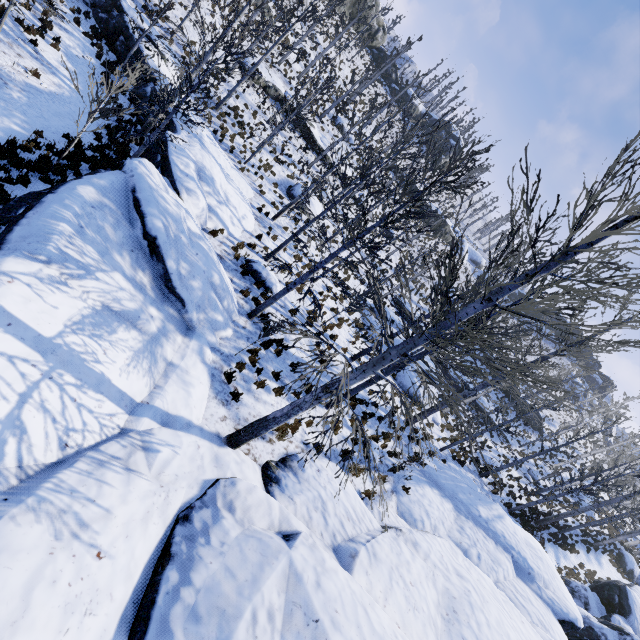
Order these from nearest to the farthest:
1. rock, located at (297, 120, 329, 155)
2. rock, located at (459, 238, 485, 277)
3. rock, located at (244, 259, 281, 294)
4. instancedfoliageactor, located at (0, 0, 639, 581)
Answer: instancedfoliageactor, located at (0, 0, 639, 581), rock, located at (244, 259, 281, 294), rock, located at (297, 120, 329, 155), rock, located at (459, 238, 485, 277)

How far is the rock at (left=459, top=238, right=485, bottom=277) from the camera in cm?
5241

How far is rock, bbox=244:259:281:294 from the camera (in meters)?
12.89

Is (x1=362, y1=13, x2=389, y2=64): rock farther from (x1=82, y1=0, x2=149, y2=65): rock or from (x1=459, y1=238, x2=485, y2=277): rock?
(x1=82, y1=0, x2=149, y2=65): rock

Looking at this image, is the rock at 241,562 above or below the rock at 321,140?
below

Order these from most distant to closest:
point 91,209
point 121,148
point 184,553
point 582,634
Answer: point 582,634, point 121,148, point 91,209, point 184,553

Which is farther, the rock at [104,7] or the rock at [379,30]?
the rock at [379,30]

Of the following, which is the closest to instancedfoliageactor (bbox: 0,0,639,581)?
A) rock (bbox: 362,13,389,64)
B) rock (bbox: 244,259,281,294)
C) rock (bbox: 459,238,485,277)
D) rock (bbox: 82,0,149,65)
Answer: rock (bbox: 82,0,149,65)
